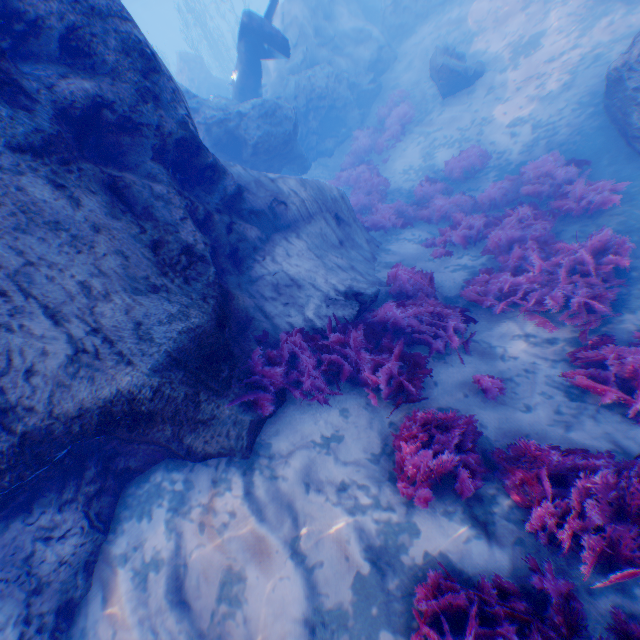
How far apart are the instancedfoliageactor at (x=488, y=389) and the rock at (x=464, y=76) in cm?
1220

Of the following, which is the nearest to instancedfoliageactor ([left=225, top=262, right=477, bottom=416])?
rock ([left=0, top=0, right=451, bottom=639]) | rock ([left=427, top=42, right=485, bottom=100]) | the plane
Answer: rock ([left=0, top=0, right=451, bottom=639])

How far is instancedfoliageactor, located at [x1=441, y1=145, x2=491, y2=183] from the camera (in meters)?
10.46

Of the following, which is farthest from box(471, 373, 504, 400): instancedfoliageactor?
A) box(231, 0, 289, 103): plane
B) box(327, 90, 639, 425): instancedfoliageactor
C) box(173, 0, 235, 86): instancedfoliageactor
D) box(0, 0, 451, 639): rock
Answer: box(173, 0, 235, 86): instancedfoliageactor

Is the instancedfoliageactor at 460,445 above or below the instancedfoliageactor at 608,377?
above

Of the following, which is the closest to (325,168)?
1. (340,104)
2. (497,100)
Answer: (340,104)

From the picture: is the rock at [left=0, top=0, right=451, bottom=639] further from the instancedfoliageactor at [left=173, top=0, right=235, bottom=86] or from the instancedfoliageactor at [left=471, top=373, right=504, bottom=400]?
the instancedfoliageactor at [left=471, top=373, right=504, bottom=400]

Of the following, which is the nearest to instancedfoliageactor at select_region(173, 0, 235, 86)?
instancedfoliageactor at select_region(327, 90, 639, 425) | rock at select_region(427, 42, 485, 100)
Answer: instancedfoliageactor at select_region(327, 90, 639, 425)
